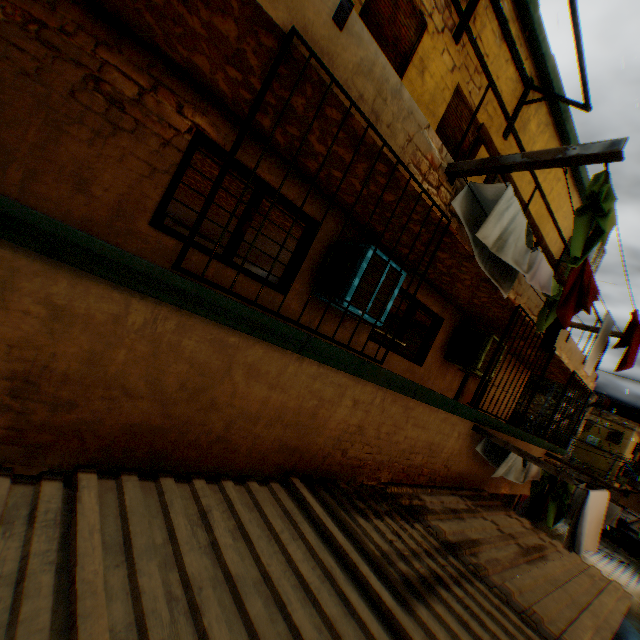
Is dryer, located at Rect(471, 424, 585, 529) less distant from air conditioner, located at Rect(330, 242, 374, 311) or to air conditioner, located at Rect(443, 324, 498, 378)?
air conditioner, located at Rect(443, 324, 498, 378)

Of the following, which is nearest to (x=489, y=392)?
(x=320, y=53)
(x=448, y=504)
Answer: (x=448, y=504)

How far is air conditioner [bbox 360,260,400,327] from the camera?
4.1 meters

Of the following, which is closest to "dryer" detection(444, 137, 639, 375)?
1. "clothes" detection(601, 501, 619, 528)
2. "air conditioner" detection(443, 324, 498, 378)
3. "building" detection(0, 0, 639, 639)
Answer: "building" detection(0, 0, 639, 639)

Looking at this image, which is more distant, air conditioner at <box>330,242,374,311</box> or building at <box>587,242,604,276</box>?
building at <box>587,242,604,276</box>

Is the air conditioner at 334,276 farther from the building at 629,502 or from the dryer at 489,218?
the dryer at 489,218

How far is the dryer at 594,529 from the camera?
5.0m

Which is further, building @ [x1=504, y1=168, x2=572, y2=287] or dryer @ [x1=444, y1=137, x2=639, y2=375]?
building @ [x1=504, y1=168, x2=572, y2=287]
